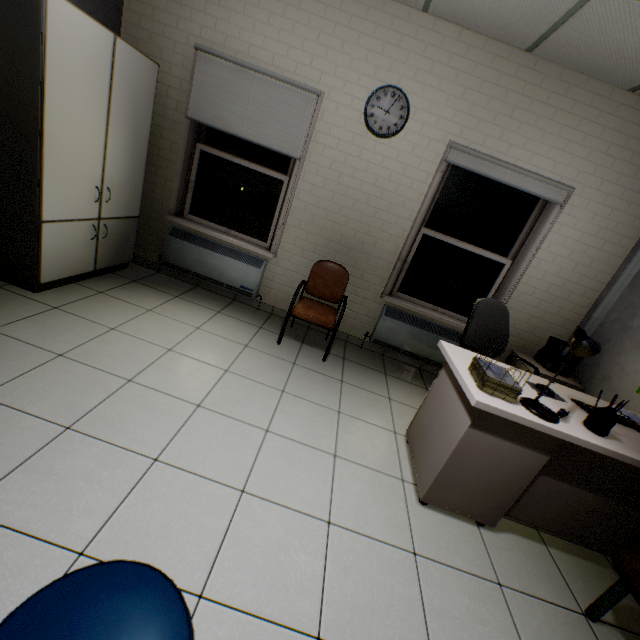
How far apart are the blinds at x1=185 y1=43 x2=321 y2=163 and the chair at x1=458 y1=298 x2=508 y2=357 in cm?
233

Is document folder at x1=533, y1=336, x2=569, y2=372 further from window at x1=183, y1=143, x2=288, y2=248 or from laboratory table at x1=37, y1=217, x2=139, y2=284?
laboratory table at x1=37, y1=217, x2=139, y2=284

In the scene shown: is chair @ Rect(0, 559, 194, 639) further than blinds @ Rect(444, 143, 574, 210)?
No

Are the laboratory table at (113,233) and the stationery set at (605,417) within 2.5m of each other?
no

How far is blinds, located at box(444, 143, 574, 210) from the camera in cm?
318

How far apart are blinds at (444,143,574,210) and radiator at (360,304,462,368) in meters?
1.5 m

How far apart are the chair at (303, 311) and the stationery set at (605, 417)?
2.0 meters

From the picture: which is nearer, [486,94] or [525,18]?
[525,18]
